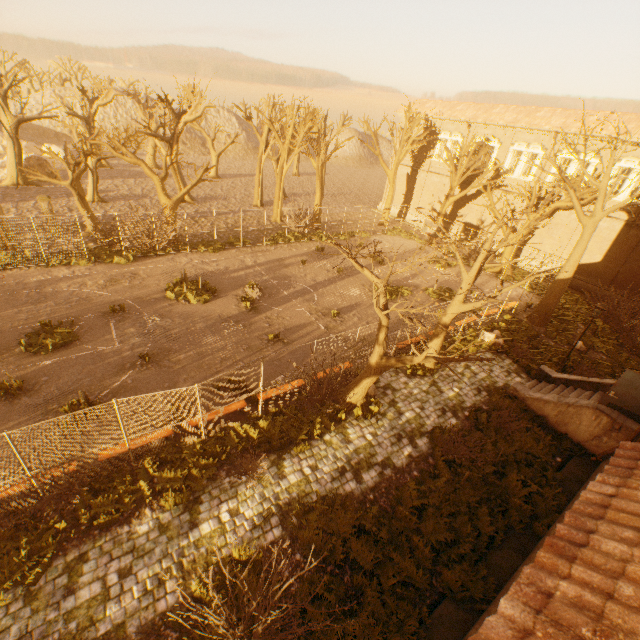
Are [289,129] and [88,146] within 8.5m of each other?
no

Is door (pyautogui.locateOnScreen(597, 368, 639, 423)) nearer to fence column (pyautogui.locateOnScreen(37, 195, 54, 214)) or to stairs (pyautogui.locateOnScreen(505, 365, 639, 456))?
stairs (pyautogui.locateOnScreen(505, 365, 639, 456))

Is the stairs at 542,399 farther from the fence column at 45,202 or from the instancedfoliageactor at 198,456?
the fence column at 45,202

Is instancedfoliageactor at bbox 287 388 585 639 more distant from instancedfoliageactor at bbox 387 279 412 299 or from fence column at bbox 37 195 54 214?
fence column at bbox 37 195 54 214

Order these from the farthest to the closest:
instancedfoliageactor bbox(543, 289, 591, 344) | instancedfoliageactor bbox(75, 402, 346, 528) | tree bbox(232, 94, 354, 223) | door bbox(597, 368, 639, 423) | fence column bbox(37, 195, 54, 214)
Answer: tree bbox(232, 94, 354, 223)
fence column bbox(37, 195, 54, 214)
instancedfoliageactor bbox(543, 289, 591, 344)
door bbox(597, 368, 639, 423)
instancedfoliageactor bbox(75, 402, 346, 528)

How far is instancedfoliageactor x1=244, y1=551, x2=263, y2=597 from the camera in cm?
738

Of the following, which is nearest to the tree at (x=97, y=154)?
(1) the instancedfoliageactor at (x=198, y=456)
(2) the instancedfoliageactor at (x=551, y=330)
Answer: (2) the instancedfoliageactor at (x=551, y=330)

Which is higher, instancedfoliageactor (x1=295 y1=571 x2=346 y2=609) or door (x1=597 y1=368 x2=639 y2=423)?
door (x1=597 y1=368 x2=639 y2=423)
